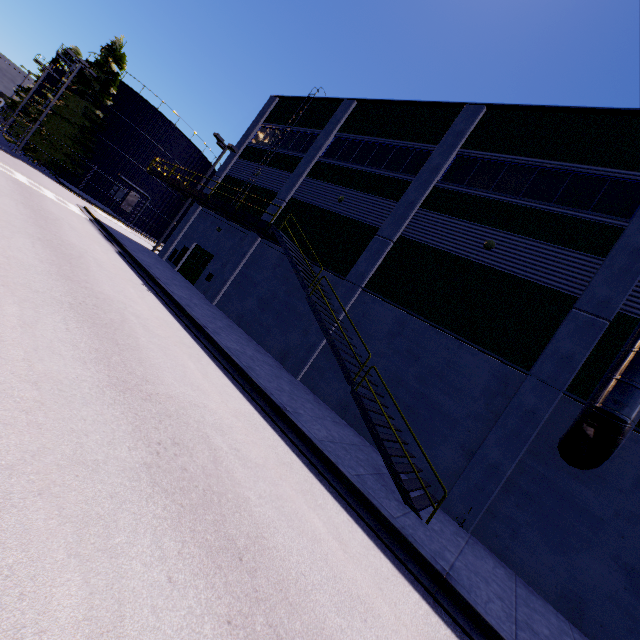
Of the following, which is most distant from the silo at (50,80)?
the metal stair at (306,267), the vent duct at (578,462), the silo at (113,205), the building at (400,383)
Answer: the vent duct at (578,462)

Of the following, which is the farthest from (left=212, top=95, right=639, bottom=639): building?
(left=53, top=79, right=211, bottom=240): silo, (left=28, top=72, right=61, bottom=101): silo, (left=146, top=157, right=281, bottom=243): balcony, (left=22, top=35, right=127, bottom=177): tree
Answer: (left=28, top=72, right=61, bottom=101): silo

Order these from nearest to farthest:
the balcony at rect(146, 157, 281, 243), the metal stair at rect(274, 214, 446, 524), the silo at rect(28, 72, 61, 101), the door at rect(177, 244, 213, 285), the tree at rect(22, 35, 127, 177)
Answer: the metal stair at rect(274, 214, 446, 524) → the balcony at rect(146, 157, 281, 243) → the door at rect(177, 244, 213, 285) → the tree at rect(22, 35, 127, 177) → the silo at rect(28, 72, 61, 101)

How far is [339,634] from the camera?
3.6 meters

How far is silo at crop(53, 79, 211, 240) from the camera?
34.19m

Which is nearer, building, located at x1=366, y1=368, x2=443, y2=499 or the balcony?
building, located at x1=366, y1=368, x2=443, y2=499

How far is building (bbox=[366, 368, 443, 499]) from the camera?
10.23m

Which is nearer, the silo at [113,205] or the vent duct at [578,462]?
the vent duct at [578,462]
